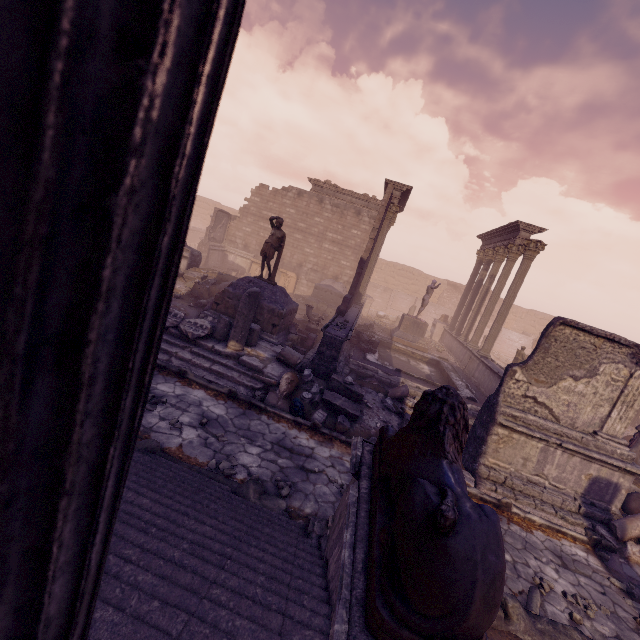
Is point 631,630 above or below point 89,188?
below

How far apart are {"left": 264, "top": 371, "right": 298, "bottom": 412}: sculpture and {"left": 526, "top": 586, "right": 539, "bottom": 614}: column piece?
4.8 meters

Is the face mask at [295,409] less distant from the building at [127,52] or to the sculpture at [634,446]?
the building at [127,52]

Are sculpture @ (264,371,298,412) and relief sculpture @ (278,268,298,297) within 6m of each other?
no

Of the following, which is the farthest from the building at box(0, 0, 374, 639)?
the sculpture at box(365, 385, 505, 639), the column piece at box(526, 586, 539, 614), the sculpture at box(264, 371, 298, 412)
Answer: the sculpture at box(264, 371, 298, 412)

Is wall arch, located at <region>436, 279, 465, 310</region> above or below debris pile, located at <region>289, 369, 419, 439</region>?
above

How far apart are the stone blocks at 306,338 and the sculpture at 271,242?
1.6 meters

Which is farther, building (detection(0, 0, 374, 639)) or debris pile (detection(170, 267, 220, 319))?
debris pile (detection(170, 267, 220, 319))
